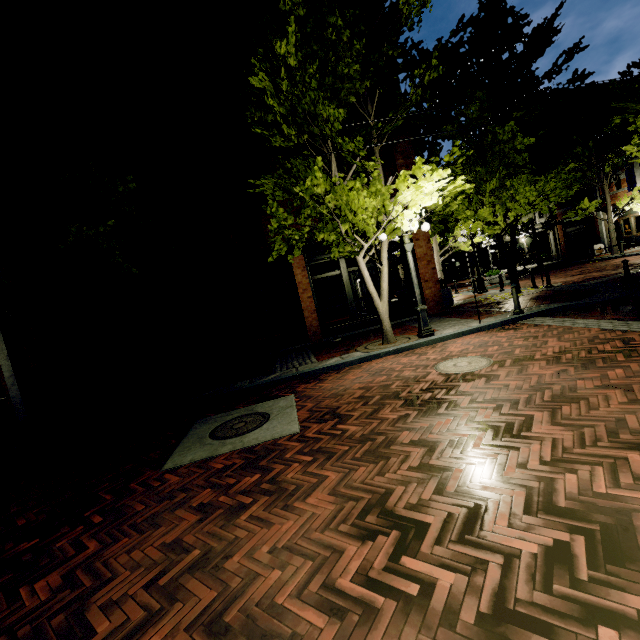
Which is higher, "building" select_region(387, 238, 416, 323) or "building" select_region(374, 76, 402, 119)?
"building" select_region(374, 76, 402, 119)

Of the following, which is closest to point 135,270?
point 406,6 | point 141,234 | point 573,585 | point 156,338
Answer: point 141,234

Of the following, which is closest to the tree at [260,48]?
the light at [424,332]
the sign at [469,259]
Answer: the light at [424,332]

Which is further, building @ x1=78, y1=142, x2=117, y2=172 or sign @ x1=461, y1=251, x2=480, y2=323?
building @ x1=78, y1=142, x2=117, y2=172

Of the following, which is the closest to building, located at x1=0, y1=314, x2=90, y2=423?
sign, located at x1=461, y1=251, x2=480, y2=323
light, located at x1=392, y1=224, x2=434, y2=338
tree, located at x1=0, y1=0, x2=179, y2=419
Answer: tree, located at x1=0, y1=0, x2=179, y2=419

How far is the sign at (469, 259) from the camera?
8.6 meters

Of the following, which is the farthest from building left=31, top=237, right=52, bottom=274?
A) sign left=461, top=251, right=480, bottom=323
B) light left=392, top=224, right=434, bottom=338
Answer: sign left=461, top=251, right=480, bottom=323

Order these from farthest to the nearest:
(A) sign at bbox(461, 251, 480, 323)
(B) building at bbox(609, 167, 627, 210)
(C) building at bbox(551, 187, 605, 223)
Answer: (C) building at bbox(551, 187, 605, 223) → (B) building at bbox(609, 167, 627, 210) → (A) sign at bbox(461, 251, 480, 323)
